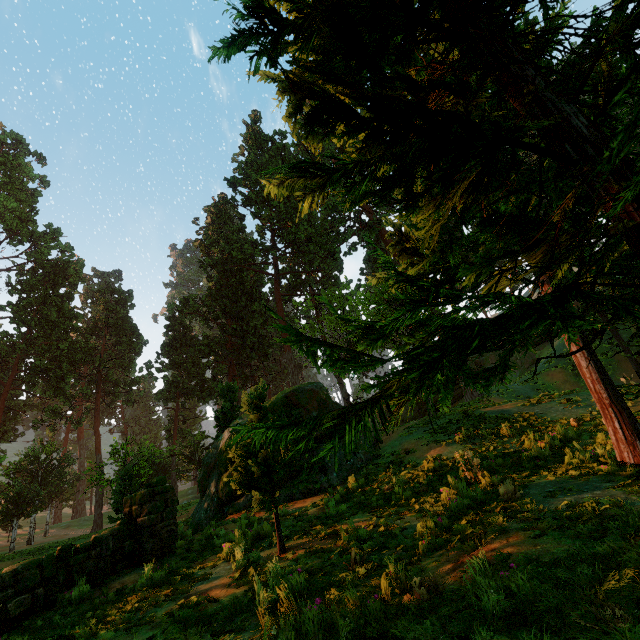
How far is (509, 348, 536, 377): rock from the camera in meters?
36.1 m

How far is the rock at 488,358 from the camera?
40.4m

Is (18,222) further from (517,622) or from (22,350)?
(517,622)

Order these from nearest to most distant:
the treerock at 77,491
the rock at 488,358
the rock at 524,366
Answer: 1. the treerock at 77,491
2. the rock at 524,366
3. the rock at 488,358

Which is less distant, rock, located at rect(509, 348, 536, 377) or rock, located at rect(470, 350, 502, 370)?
rock, located at rect(509, 348, 536, 377)

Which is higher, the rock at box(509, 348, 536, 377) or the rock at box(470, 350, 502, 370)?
the rock at box(470, 350, 502, 370)

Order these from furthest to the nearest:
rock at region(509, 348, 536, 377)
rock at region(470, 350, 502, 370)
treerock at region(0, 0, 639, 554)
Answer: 1. rock at region(470, 350, 502, 370)
2. rock at region(509, 348, 536, 377)
3. treerock at region(0, 0, 639, 554)
